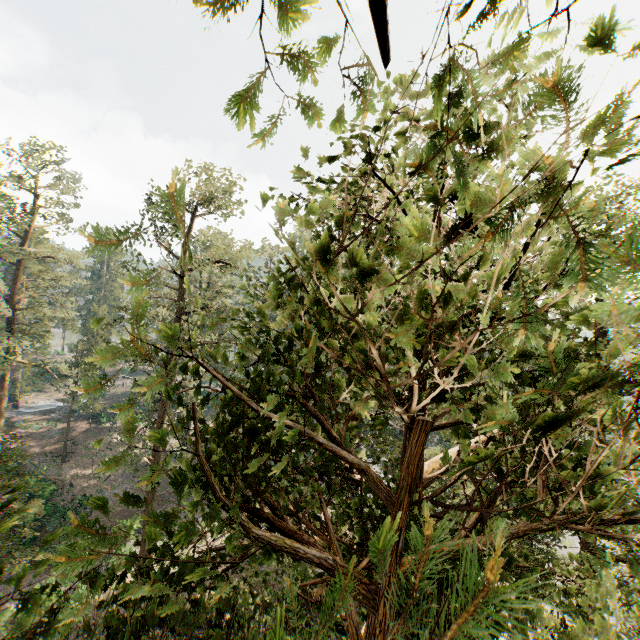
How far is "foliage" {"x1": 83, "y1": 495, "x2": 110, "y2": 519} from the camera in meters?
2.2 m

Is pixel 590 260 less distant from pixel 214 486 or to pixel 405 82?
pixel 214 486

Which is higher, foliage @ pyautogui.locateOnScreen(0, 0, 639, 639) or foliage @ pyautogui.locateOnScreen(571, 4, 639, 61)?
foliage @ pyautogui.locateOnScreen(571, 4, 639, 61)

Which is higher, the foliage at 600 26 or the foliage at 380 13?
the foliage at 600 26

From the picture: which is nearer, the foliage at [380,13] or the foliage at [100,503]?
the foliage at [380,13]

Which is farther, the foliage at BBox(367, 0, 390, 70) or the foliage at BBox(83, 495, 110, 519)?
the foliage at BBox(83, 495, 110, 519)
